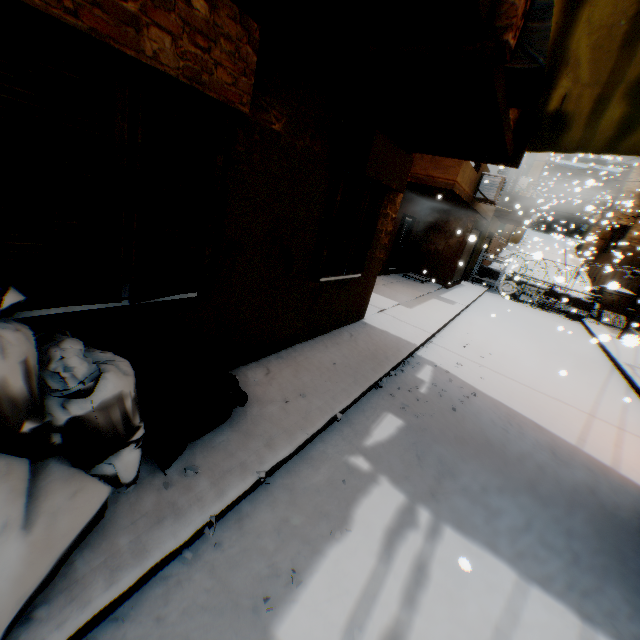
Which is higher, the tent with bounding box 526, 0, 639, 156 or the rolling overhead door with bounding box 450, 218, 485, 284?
the tent with bounding box 526, 0, 639, 156

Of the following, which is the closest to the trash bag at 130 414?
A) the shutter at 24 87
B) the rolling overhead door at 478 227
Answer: the shutter at 24 87

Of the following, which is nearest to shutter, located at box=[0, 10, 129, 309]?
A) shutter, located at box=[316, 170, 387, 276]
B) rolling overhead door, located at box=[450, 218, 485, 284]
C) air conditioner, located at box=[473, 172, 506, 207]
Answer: shutter, located at box=[316, 170, 387, 276]

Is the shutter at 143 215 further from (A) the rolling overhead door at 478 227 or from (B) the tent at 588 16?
(A) the rolling overhead door at 478 227

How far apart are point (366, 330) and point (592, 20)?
5.27m

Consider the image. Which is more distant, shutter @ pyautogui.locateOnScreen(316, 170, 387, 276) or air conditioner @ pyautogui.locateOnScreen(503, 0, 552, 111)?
shutter @ pyautogui.locateOnScreen(316, 170, 387, 276)

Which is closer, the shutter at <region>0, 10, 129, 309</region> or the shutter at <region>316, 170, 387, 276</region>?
the shutter at <region>0, 10, 129, 309</region>

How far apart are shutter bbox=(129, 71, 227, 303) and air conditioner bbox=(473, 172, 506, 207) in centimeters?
1046cm
